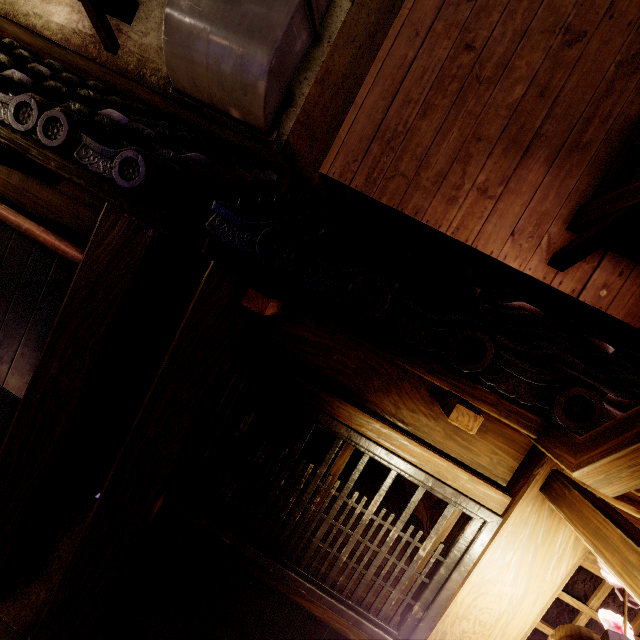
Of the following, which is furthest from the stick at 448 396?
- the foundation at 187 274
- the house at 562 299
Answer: the foundation at 187 274

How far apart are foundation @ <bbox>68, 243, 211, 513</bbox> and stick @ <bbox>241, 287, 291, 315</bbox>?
2.34m

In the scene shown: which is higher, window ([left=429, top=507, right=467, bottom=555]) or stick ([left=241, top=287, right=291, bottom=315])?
stick ([left=241, top=287, right=291, bottom=315])

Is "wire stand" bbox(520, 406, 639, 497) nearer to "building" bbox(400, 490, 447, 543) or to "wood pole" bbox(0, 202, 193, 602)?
"building" bbox(400, 490, 447, 543)

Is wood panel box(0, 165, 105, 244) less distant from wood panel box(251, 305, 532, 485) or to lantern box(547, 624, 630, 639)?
wood panel box(251, 305, 532, 485)

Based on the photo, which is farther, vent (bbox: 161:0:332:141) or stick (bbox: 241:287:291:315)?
vent (bbox: 161:0:332:141)

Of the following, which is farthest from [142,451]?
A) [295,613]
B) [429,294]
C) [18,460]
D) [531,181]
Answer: [531,181]

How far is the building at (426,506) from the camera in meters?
5.5 m
